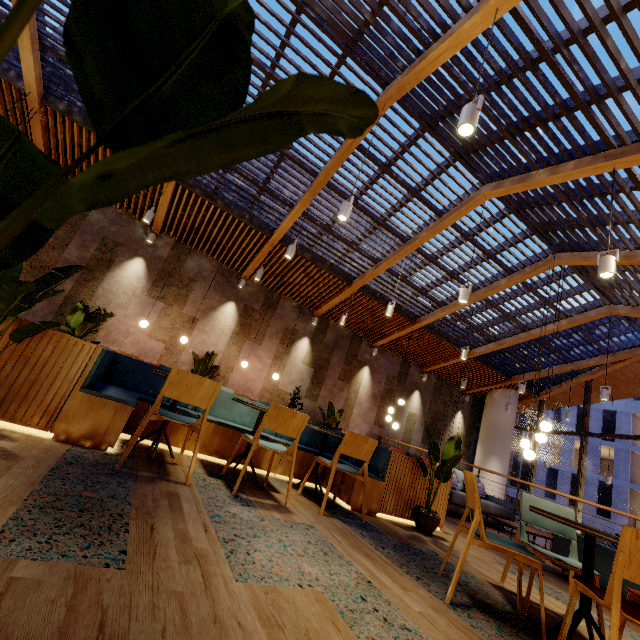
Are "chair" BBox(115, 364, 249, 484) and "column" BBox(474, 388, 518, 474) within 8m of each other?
no

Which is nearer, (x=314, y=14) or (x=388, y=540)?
(x=388, y=540)

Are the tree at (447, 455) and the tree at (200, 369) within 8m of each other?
yes

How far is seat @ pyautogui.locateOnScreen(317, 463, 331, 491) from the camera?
4.4m

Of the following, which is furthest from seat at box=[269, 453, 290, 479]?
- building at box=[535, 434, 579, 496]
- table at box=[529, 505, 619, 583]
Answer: building at box=[535, 434, 579, 496]

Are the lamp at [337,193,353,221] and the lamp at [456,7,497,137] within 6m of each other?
A: yes

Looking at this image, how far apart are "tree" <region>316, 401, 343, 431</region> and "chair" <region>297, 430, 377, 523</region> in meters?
2.5

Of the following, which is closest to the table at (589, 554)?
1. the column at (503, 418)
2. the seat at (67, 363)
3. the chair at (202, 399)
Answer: the seat at (67, 363)
